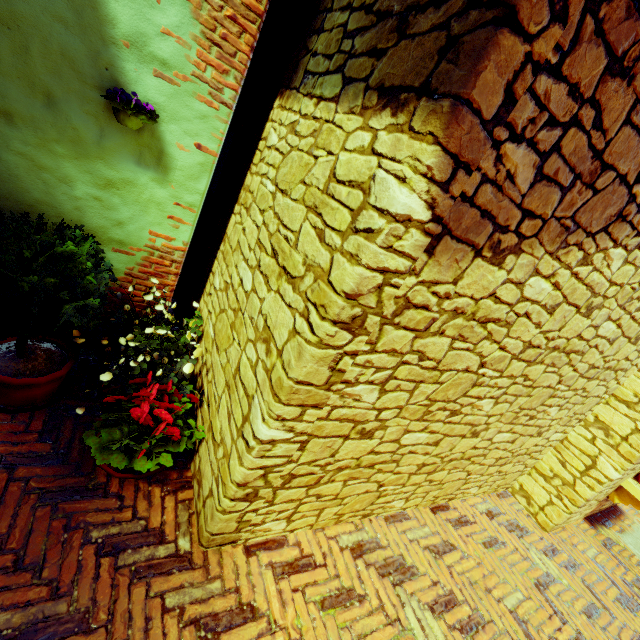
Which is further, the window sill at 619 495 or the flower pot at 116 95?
the window sill at 619 495

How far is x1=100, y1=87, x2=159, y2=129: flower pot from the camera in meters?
2.0

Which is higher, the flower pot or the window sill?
the flower pot

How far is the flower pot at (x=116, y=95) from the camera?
2.0 meters

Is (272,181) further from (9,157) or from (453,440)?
(453,440)

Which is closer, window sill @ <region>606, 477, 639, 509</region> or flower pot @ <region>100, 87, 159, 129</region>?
flower pot @ <region>100, 87, 159, 129</region>
